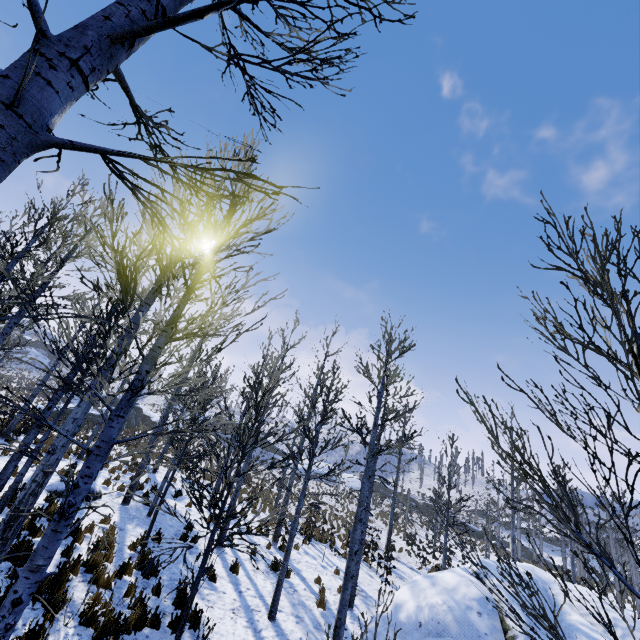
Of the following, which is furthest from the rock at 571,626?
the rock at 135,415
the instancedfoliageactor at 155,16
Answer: the rock at 135,415

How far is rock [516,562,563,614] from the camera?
7.3 meters

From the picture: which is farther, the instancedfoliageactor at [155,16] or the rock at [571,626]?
the rock at [571,626]

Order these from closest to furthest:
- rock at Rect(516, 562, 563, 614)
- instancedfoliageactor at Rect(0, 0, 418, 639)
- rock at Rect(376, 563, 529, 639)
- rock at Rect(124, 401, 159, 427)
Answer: instancedfoliageactor at Rect(0, 0, 418, 639) < rock at Rect(376, 563, 529, 639) < rock at Rect(516, 562, 563, 614) < rock at Rect(124, 401, 159, 427)

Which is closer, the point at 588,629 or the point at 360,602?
the point at 588,629

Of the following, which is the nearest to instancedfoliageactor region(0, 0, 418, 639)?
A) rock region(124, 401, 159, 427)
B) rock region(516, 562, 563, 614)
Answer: rock region(516, 562, 563, 614)

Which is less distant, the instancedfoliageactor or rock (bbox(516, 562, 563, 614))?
the instancedfoliageactor
